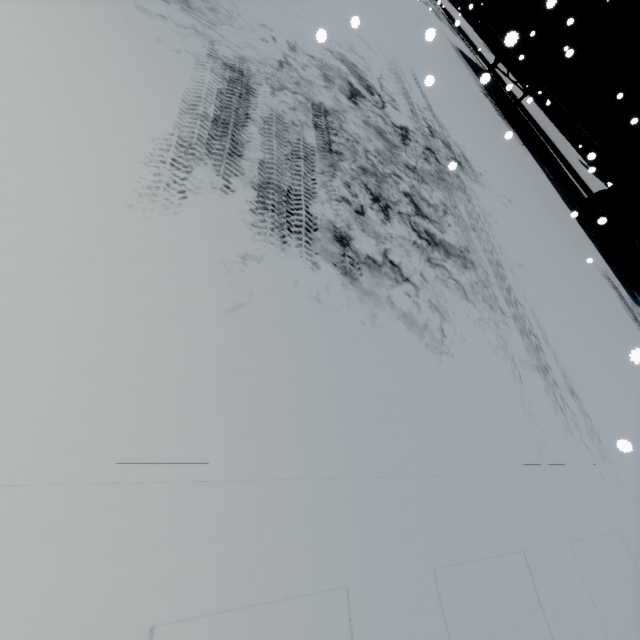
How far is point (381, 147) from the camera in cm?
438

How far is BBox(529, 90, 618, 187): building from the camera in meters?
15.2

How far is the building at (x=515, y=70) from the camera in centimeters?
2052cm

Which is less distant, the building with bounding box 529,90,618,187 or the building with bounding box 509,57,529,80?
the building with bounding box 529,90,618,187

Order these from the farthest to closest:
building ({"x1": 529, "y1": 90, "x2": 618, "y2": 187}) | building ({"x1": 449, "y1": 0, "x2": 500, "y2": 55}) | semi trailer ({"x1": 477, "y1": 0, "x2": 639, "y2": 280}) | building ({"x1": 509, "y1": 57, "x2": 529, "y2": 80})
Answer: building ({"x1": 449, "y1": 0, "x2": 500, "y2": 55}) < building ({"x1": 509, "y1": 57, "x2": 529, "y2": 80}) < building ({"x1": 529, "y1": 90, "x2": 618, "y2": 187}) < semi trailer ({"x1": 477, "y1": 0, "x2": 639, "y2": 280})

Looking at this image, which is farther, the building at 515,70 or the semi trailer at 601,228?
the building at 515,70
